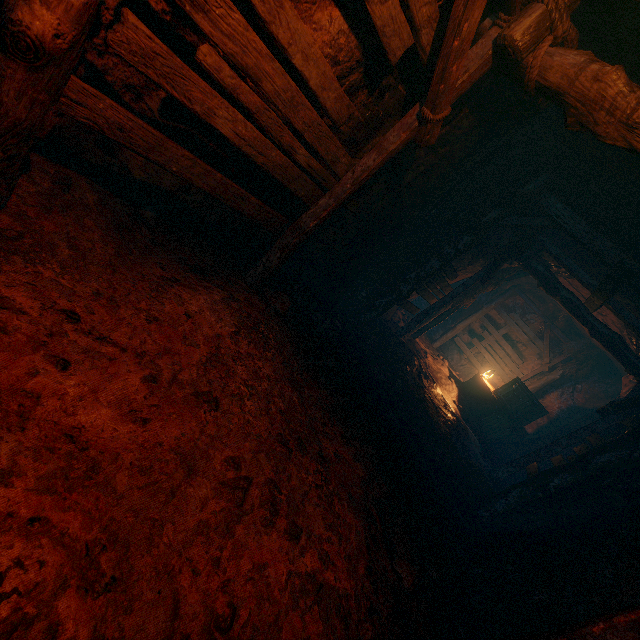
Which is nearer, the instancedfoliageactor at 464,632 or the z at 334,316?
the z at 334,316

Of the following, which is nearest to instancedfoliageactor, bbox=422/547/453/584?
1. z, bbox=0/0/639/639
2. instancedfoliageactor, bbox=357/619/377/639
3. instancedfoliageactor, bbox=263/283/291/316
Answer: z, bbox=0/0/639/639

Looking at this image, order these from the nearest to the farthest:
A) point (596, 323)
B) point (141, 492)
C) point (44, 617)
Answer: point (44, 617)
point (141, 492)
point (596, 323)

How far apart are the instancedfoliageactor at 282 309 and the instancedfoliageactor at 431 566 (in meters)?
3.12

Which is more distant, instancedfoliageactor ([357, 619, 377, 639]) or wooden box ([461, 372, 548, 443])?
wooden box ([461, 372, 548, 443])

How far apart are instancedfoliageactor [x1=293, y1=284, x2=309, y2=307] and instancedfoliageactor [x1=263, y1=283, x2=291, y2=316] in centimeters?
68cm

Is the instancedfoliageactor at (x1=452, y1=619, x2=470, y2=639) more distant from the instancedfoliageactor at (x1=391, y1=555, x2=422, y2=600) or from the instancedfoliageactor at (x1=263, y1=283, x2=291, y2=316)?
the instancedfoliageactor at (x1=263, y1=283, x2=291, y2=316)

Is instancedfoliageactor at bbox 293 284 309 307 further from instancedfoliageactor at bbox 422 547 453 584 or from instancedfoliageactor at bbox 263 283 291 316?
instancedfoliageactor at bbox 422 547 453 584
